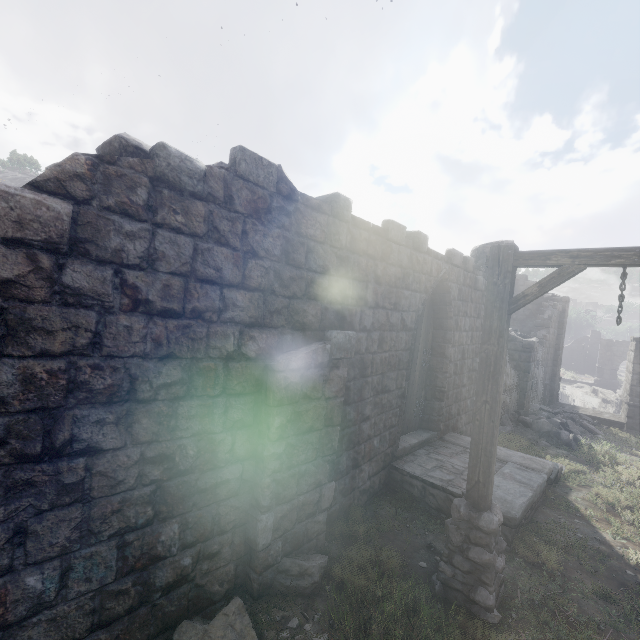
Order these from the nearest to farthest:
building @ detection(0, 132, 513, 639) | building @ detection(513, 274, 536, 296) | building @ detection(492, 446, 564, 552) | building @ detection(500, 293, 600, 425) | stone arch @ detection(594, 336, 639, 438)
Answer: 1. building @ detection(0, 132, 513, 639)
2. building @ detection(492, 446, 564, 552)
3. building @ detection(500, 293, 600, 425)
4. stone arch @ detection(594, 336, 639, 438)
5. building @ detection(513, 274, 536, 296)

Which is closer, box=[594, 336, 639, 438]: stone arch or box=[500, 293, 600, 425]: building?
box=[500, 293, 600, 425]: building

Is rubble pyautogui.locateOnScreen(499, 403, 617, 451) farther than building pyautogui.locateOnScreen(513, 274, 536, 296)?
No

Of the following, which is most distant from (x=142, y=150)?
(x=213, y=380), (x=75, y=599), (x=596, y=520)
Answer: (x=596, y=520)

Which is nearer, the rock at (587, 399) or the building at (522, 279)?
the building at (522, 279)

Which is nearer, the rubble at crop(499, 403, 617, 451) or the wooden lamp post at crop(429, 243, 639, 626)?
the wooden lamp post at crop(429, 243, 639, 626)

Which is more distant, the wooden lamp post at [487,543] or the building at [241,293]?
the wooden lamp post at [487,543]

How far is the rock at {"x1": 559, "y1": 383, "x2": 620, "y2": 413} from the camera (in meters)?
35.81
